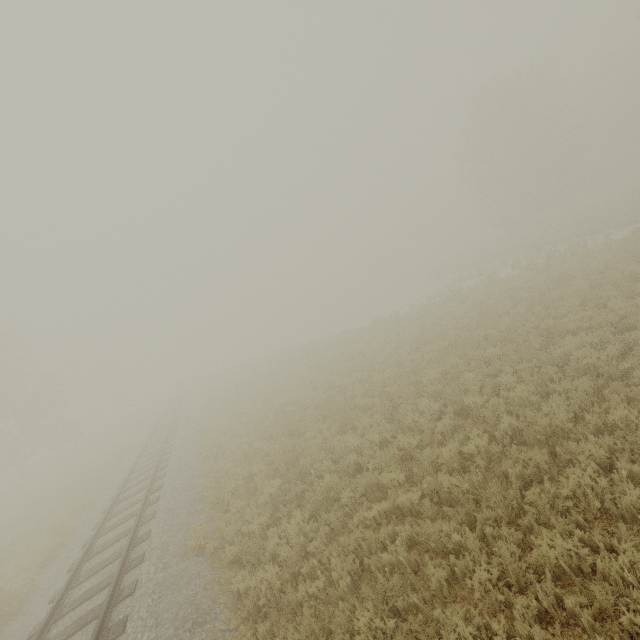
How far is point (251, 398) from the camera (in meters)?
21.23
